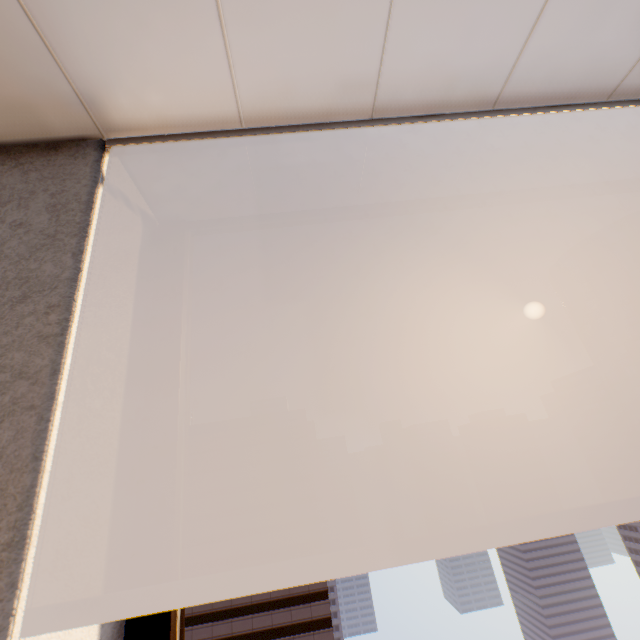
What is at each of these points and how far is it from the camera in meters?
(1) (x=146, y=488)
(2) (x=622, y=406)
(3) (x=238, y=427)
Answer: (1) window, 1.1 m
(2) building, 58.1 m
(3) building, 54.7 m

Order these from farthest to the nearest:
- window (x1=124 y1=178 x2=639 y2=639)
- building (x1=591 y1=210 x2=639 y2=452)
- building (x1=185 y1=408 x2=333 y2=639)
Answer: building (x1=591 y1=210 x2=639 y2=452) → building (x1=185 y1=408 x2=333 y2=639) → window (x1=124 y1=178 x2=639 y2=639)

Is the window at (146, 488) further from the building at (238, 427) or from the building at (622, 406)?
the building at (622, 406)

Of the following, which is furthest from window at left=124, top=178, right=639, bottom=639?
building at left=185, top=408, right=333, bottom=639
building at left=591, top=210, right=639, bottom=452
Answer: building at left=591, top=210, right=639, bottom=452

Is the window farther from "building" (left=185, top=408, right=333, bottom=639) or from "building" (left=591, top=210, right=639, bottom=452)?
"building" (left=591, top=210, right=639, bottom=452)

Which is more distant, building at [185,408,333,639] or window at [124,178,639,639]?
building at [185,408,333,639]

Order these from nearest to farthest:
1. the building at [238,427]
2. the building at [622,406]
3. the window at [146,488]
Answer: the window at [146,488] < the building at [238,427] < the building at [622,406]
